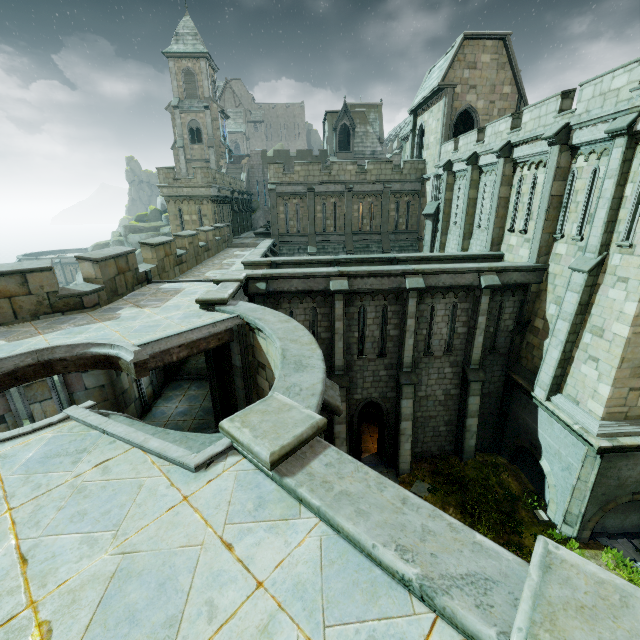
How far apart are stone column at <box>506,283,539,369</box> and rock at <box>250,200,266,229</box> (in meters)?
37.17

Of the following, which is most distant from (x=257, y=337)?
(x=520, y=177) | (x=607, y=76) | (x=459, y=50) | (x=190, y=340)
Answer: (x=459, y=50)

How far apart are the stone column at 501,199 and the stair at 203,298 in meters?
14.1 m

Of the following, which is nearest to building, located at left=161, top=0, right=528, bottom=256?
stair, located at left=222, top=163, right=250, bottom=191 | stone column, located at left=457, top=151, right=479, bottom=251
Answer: stair, located at left=222, top=163, right=250, bottom=191

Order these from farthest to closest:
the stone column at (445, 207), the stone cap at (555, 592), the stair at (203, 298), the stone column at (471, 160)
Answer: the stone column at (445, 207) → the stone column at (471, 160) → the stair at (203, 298) → the stone cap at (555, 592)

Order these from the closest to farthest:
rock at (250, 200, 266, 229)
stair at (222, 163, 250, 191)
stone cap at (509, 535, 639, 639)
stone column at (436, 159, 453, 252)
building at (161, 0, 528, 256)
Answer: stone cap at (509, 535, 639, 639) < stone column at (436, 159, 453, 252) < building at (161, 0, 528, 256) < stair at (222, 163, 250, 191) < rock at (250, 200, 266, 229)

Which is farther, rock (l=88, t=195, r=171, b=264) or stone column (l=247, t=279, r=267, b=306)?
rock (l=88, t=195, r=171, b=264)

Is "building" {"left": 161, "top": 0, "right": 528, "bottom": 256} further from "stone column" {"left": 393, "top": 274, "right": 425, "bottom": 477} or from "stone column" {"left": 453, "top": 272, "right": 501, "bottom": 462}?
"stone column" {"left": 393, "top": 274, "right": 425, "bottom": 477}
